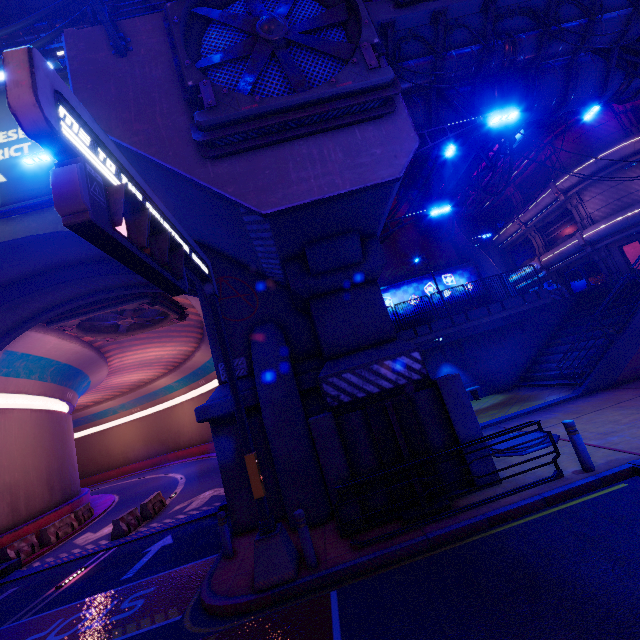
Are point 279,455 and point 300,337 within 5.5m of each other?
yes

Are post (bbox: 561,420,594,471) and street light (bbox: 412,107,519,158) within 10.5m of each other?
yes

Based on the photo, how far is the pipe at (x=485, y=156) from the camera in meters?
19.5 m

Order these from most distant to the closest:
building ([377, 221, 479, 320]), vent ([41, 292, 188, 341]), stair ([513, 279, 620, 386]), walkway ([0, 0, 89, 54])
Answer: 1. walkway ([0, 0, 89, 54])
2. building ([377, 221, 479, 320])
3. vent ([41, 292, 188, 341])
4. stair ([513, 279, 620, 386])

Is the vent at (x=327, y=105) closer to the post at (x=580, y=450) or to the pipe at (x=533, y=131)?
the post at (x=580, y=450)

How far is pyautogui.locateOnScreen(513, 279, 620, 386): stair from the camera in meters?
16.7

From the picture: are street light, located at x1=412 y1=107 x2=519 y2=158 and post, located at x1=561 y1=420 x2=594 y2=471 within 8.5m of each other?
yes

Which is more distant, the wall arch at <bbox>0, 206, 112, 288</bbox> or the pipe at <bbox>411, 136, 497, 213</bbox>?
the pipe at <bbox>411, 136, 497, 213</bbox>
